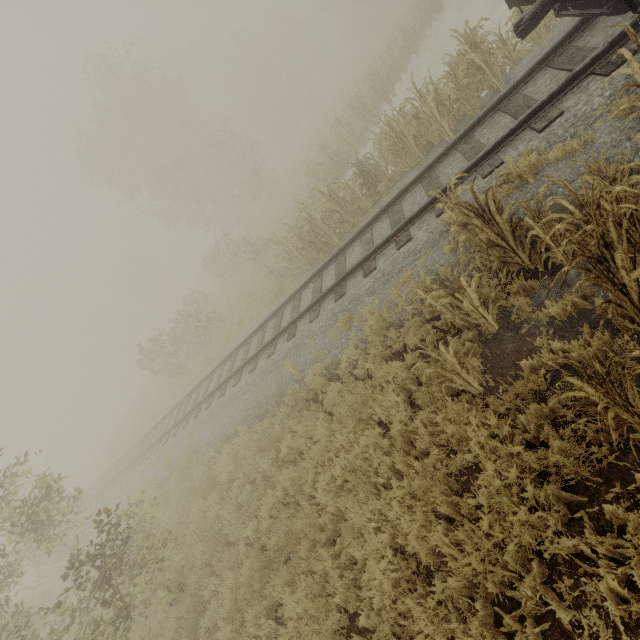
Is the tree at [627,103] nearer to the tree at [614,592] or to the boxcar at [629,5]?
the boxcar at [629,5]

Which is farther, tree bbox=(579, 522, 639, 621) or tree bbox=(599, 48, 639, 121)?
tree bbox=(599, 48, 639, 121)

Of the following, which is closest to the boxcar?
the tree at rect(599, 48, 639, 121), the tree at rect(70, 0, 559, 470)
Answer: the tree at rect(599, 48, 639, 121)

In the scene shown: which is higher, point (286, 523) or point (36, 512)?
point (36, 512)

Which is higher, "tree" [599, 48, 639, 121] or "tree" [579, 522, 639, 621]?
"tree" [599, 48, 639, 121]

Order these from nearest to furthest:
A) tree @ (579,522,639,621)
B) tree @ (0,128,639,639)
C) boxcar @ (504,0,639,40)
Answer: tree @ (579,522,639,621) → tree @ (0,128,639,639) → boxcar @ (504,0,639,40)

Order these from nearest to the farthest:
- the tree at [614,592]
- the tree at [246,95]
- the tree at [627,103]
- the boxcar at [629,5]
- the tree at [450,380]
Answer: the tree at [614,592], the tree at [450,380], the tree at [627,103], the boxcar at [629,5], the tree at [246,95]
